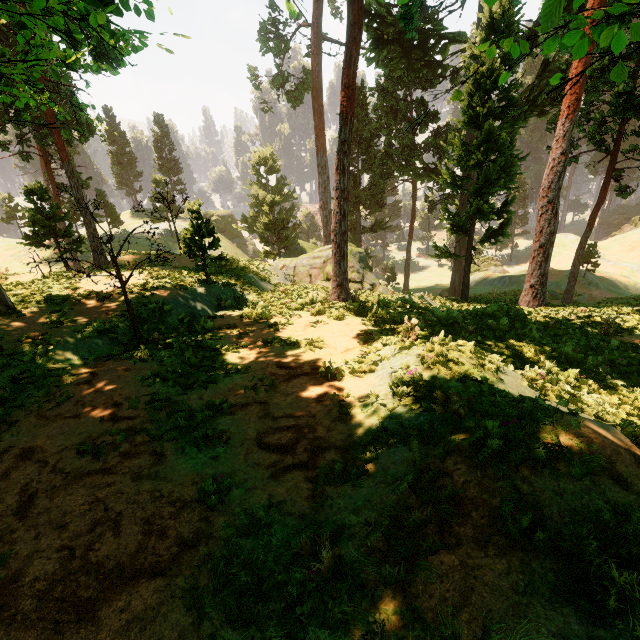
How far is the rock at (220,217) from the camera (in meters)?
56.69

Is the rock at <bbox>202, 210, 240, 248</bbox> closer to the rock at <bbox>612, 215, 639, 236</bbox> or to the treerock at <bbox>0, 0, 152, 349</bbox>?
the treerock at <bbox>0, 0, 152, 349</bbox>

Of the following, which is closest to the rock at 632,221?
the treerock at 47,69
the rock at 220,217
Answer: the treerock at 47,69

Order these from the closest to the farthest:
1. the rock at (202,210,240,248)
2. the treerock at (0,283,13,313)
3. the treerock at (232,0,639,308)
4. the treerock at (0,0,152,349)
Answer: the treerock at (0,0,152,349)
the treerock at (0,283,13,313)
the treerock at (232,0,639,308)
the rock at (202,210,240,248)

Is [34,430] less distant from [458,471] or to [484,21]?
[458,471]
